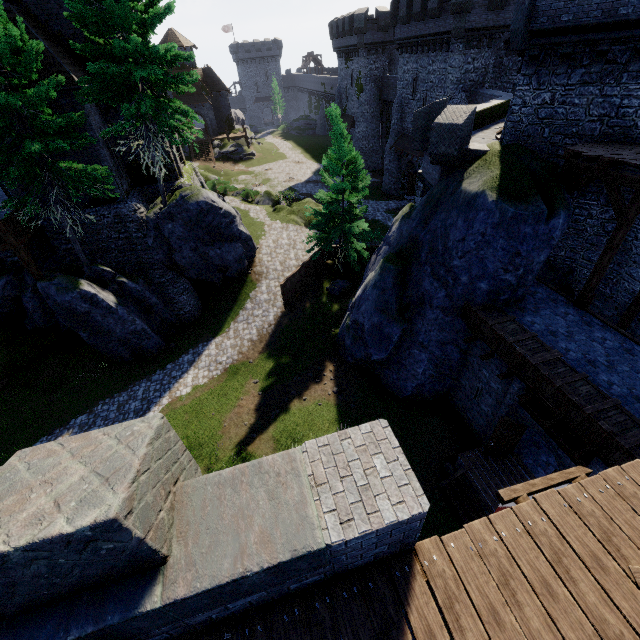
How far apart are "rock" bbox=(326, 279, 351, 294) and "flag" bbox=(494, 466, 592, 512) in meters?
18.7 m

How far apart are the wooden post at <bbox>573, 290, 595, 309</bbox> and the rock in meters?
13.8

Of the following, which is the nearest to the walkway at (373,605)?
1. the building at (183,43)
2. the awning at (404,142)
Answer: the awning at (404,142)

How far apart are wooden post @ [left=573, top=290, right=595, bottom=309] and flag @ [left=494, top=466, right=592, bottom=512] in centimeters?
997cm

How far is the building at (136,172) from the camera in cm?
1923

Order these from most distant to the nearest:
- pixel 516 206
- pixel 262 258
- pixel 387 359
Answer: pixel 262 258 < pixel 387 359 < pixel 516 206

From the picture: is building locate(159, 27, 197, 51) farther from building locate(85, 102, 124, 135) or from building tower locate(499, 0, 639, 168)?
building tower locate(499, 0, 639, 168)

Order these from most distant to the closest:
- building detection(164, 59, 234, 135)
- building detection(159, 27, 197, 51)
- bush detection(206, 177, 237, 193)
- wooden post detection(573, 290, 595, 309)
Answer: building detection(164, 59, 234, 135) < building detection(159, 27, 197, 51) < bush detection(206, 177, 237, 193) < wooden post detection(573, 290, 595, 309)
